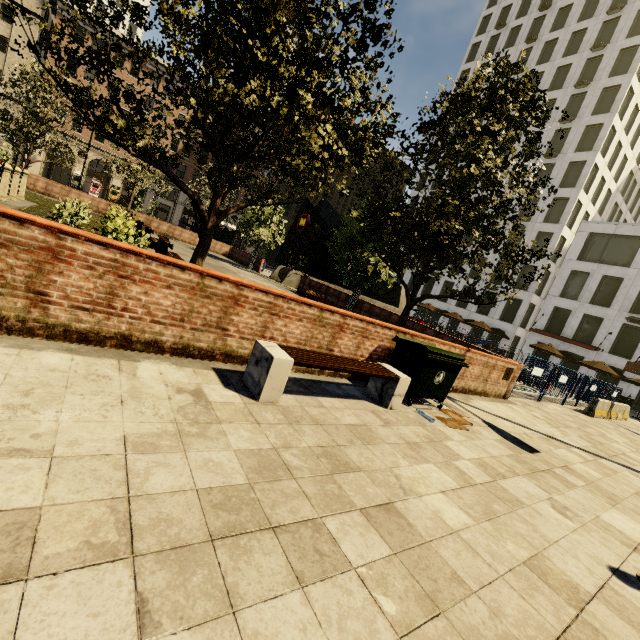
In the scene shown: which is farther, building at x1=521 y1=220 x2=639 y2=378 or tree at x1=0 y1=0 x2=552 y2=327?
building at x1=521 y1=220 x2=639 y2=378

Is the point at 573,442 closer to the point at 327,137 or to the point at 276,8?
the point at 327,137

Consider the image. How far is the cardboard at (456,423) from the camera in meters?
5.7 m

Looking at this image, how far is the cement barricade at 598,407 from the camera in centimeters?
1397cm

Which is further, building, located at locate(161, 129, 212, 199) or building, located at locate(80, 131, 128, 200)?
building, located at locate(161, 129, 212, 199)

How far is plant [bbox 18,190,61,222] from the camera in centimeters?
1189cm

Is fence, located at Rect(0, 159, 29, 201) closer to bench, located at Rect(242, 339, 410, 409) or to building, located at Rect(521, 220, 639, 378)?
bench, located at Rect(242, 339, 410, 409)

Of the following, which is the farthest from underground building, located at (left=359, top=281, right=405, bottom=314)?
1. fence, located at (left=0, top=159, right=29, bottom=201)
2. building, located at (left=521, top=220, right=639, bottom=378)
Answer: fence, located at (left=0, top=159, right=29, bottom=201)
